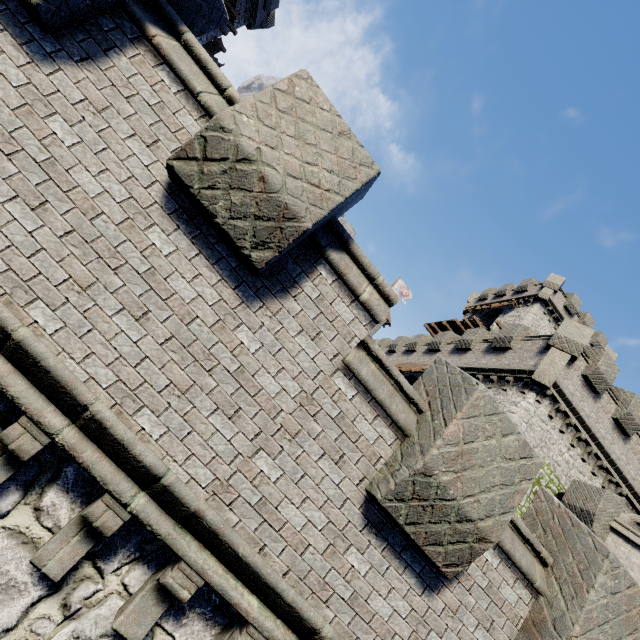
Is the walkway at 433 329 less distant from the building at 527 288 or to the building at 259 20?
the building at 527 288

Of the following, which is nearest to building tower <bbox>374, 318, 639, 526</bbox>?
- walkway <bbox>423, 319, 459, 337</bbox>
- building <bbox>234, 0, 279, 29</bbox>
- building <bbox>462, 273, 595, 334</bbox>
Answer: building <bbox>462, 273, 595, 334</bbox>

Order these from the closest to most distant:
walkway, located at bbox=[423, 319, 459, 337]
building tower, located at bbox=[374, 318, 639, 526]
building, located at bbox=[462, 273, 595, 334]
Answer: building tower, located at bbox=[374, 318, 639, 526] < building, located at bbox=[462, 273, 595, 334] < walkway, located at bbox=[423, 319, 459, 337]

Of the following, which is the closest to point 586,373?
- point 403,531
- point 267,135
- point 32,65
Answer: point 403,531

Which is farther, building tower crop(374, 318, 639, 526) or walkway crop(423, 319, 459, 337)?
walkway crop(423, 319, 459, 337)

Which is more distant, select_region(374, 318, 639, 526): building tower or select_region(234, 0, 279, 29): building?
select_region(234, 0, 279, 29): building

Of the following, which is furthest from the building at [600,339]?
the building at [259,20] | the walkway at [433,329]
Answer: the building at [259,20]

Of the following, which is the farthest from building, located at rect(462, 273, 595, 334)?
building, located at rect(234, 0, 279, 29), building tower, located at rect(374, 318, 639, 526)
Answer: building, located at rect(234, 0, 279, 29)
